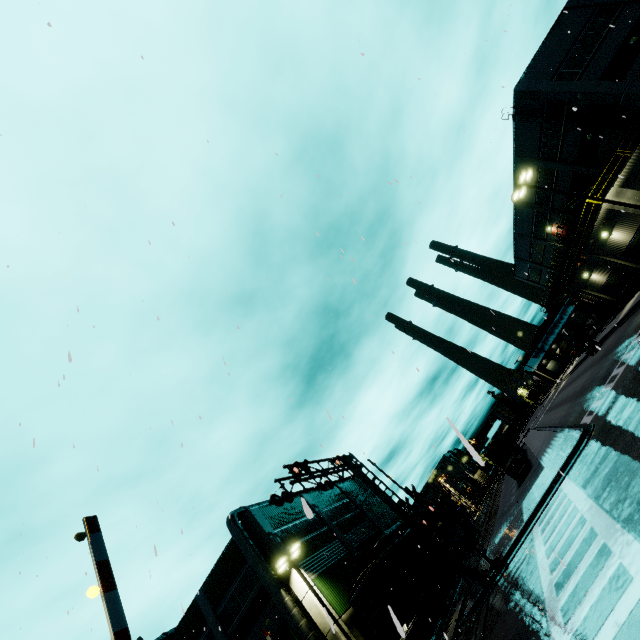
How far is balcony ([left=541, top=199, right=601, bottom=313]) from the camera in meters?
26.0

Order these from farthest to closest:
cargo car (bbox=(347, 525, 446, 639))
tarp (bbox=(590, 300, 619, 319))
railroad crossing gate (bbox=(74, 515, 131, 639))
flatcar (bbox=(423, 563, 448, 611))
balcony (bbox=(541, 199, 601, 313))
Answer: tarp (bbox=(590, 300, 619, 319)), balcony (bbox=(541, 199, 601, 313)), flatcar (bbox=(423, 563, 448, 611)), cargo car (bbox=(347, 525, 446, 639)), railroad crossing gate (bbox=(74, 515, 131, 639))

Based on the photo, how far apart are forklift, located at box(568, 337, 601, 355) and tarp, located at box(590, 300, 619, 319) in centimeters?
328cm

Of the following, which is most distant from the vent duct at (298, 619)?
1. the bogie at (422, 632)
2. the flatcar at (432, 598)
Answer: the bogie at (422, 632)

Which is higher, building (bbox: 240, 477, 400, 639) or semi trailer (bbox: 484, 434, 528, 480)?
building (bbox: 240, 477, 400, 639)

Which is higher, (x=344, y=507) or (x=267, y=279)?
(x=344, y=507)

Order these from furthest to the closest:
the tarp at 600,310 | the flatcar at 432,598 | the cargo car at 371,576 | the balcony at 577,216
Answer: the tarp at 600,310, the balcony at 577,216, the flatcar at 432,598, the cargo car at 371,576

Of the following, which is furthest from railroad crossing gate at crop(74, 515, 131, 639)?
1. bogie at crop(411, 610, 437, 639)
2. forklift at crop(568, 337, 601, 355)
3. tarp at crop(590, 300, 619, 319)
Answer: forklift at crop(568, 337, 601, 355)
